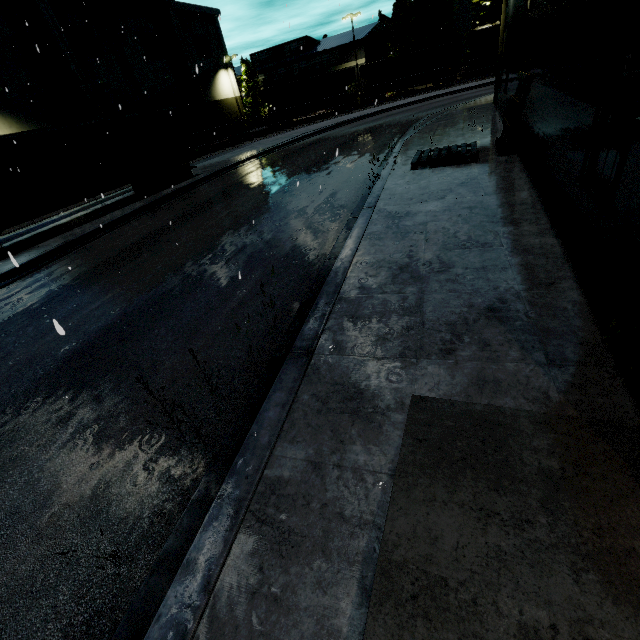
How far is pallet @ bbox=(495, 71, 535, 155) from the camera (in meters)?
8.60

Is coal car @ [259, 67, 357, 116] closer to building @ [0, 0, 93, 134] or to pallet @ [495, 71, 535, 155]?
building @ [0, 0, 93, 134]

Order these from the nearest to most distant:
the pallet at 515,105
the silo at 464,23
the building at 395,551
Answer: the building at 395,551 < the pallet at 515,105 < the silo at 464,23

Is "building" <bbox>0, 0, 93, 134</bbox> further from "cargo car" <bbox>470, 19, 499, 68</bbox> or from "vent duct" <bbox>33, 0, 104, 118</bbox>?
"cargo car" <bbox>470, 19, 499, 68</bbox>

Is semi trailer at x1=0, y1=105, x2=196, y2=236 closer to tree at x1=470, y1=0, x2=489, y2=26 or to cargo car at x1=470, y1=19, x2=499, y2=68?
cargo car at x1=470, y1=19, x2=499, y2=68

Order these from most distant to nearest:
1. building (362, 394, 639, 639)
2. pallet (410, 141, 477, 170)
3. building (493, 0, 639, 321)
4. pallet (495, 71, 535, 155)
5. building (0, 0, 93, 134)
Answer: building (0, 0, 93, 134) → pallet (410, 141, 477, 170) → pallet (495, 71, 535, 155) → building (493, 0, 639, 321) → building (362, 394, 639, 639)

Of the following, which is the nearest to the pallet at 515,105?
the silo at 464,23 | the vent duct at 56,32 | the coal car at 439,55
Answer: the coal car at 439,55

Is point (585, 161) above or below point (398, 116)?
above
